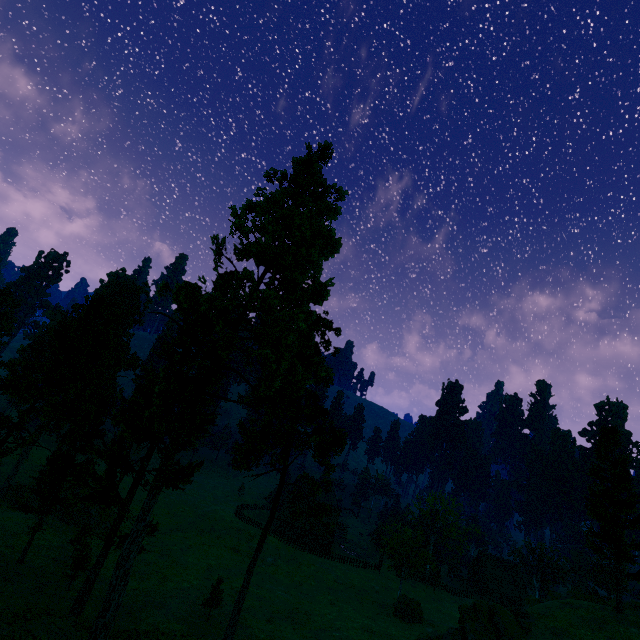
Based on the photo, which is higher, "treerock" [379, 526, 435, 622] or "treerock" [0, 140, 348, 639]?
"treerock" [0, 140, 348, 639]

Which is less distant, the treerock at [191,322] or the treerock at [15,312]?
the treerock at [191,322]

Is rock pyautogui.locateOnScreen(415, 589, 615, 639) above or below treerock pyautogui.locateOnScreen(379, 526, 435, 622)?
above

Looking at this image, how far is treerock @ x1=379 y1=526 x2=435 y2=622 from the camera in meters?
41.1

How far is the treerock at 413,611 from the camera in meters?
41.1

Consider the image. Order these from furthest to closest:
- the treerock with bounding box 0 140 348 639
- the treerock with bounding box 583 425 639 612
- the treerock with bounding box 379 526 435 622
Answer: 1. the treerock with bounding box 379 526 435 622
2. the treerock with bounding box 583 425 639 612
3. the treerock with bounding box 0 140 348 639

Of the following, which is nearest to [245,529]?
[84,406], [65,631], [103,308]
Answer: [65,631]
